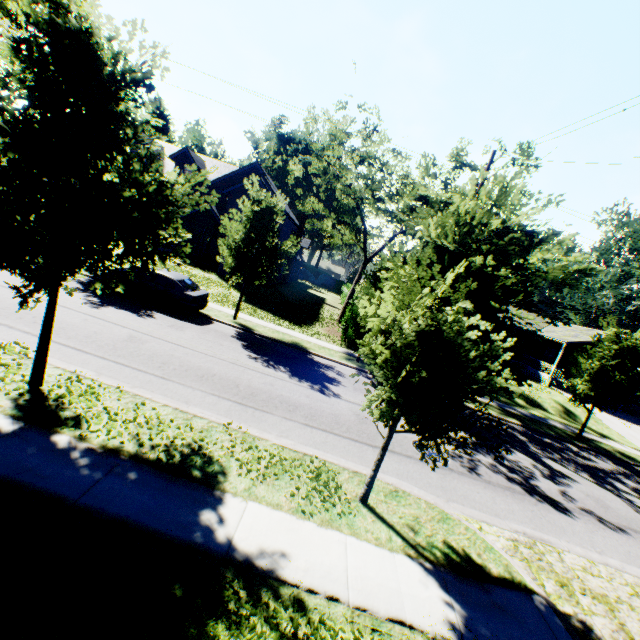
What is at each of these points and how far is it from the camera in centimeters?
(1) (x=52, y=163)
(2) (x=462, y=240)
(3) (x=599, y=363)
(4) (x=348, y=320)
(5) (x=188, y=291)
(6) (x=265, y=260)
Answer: (1) tree, 521cm
(2) tree, 538cm
(3) tree, 1577cm
(4) hedge, 2006cm
(5) car, 1523cm
(6) tree, 1641cm

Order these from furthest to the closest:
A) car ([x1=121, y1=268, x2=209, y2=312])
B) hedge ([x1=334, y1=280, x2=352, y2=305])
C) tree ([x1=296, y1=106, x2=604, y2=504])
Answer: hedge ([x1=334, y1=280, x2=352, y2=305]) < car ([x1=121, y1=268, x2=209, y2=312]) < tree ([x1=296, y1=106, x2=604, y2=504])

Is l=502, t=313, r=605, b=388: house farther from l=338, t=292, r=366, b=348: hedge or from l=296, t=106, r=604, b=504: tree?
l=296, t=106, r=604, b=504: tree

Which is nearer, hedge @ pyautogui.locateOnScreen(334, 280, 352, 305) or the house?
the house

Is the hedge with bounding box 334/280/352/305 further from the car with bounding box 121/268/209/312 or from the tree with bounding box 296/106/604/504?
the car with bounding box 121/268/209/312

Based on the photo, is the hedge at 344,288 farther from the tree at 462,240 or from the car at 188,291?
the car at 188,291

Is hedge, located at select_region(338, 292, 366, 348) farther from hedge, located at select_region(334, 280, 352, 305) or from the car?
the car

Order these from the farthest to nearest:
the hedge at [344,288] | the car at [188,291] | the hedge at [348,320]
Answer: the hedge at [344,288], the hedge at [348,320], the car at [188,291]
